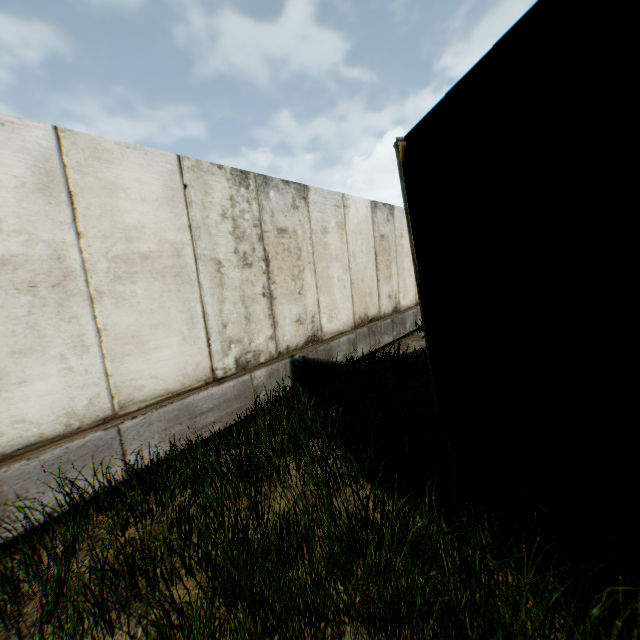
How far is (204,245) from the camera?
4.3m
